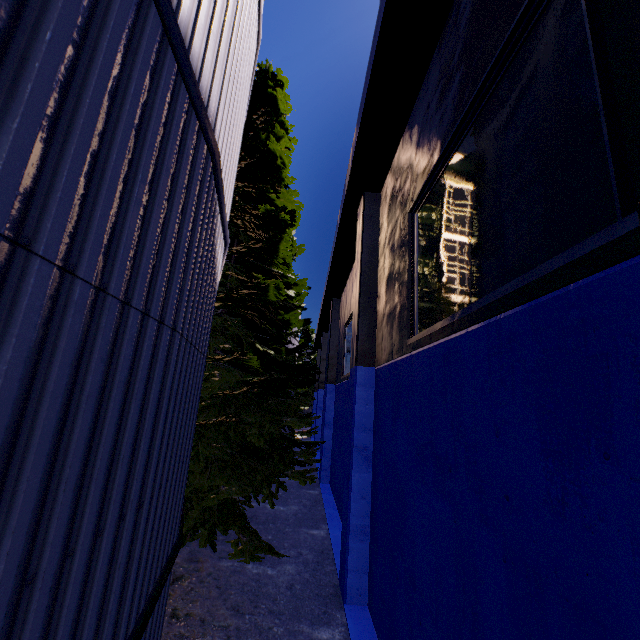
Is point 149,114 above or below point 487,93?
below

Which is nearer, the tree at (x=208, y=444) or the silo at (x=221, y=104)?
the silo at (x=221, y=104)

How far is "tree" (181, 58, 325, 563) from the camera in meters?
7.8 m

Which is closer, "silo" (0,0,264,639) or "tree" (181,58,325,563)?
"silo" (0,0,264,639)

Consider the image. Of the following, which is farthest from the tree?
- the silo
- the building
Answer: the building

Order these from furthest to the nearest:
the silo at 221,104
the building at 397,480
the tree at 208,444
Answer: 1. the tree at 208,444
2. the building at 397,480
3. the silo at 221,104
